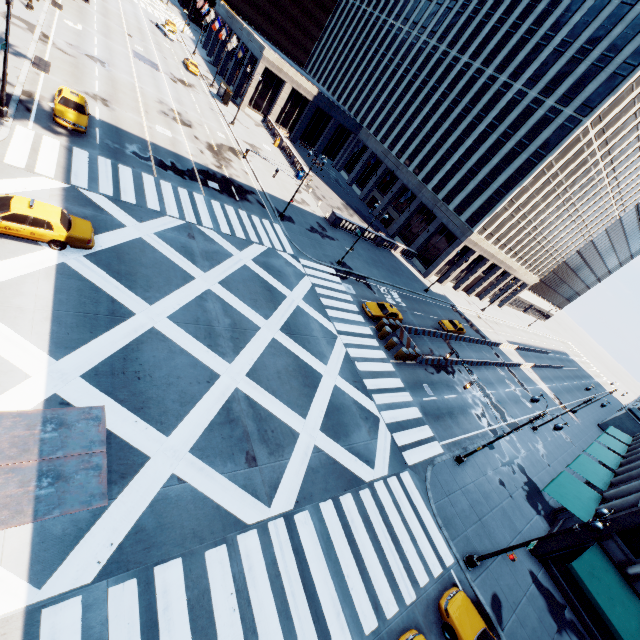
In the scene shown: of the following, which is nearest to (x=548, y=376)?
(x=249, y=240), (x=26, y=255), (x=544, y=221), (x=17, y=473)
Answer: (x=544, y=221)

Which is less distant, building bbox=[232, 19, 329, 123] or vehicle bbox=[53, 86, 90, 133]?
vehicle bbox=[53, 86, 90, 133]

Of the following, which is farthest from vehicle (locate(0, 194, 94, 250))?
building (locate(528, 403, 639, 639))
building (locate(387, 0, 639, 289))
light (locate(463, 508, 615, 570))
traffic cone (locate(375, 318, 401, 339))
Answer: building (locate(387, 0, 639, 289))

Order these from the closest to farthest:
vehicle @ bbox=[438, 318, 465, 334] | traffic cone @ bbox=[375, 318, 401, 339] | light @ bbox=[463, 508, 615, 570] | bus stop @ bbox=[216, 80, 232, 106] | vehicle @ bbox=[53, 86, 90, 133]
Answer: light @ bbox=[463, 508, 615, 570] < vehicle @ bbox=[53, 86, 90, 133] < traffic cone @ bbox=[375, 318, 401, 339] < vehicle @ bbox=[438, 318, 465, 334] < bus stop @ bbox=[216, 80, 232, 106]

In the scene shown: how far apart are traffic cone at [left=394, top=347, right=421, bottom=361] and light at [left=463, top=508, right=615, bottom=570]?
14.36m

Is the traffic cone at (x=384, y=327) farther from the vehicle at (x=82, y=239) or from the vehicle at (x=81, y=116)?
the vehicle at (x=81, y=116)

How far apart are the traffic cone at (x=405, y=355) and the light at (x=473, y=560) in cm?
1436

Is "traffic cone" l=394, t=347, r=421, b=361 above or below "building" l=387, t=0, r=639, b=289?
below
